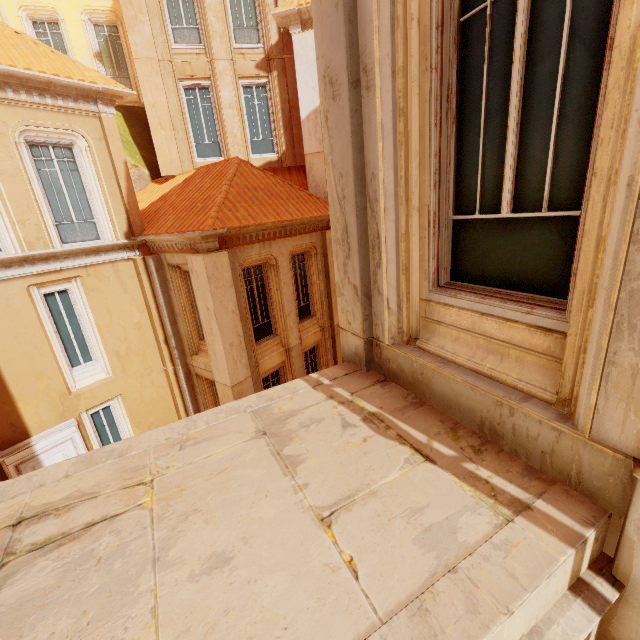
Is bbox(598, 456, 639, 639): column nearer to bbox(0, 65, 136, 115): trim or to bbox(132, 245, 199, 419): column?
bbox(0, 65, 136, 115): trim

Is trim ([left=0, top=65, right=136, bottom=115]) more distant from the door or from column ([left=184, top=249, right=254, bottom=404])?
the door

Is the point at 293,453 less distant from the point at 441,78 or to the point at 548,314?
the point at 548,314

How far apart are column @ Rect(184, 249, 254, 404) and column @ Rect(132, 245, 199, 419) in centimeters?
199cm

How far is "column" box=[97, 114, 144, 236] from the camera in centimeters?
894cm

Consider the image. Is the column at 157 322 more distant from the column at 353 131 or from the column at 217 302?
the column at 353 131

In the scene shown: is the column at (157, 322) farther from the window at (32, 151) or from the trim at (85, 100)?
the trim at (85, 100)

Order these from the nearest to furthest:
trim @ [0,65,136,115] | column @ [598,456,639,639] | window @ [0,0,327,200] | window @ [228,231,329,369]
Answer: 1. column @ [598,456,639,639]
2. trim @ [0,65,136,115]
3. window @ [228,231,329,369]
4. window @ [0,0,327,200]
